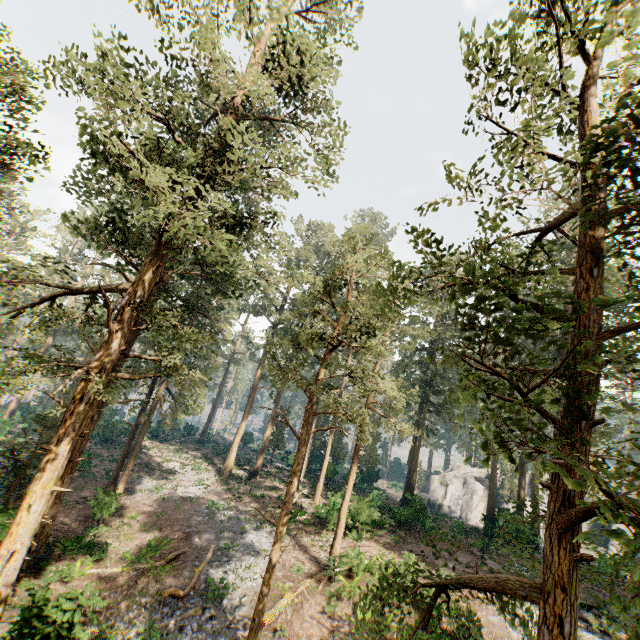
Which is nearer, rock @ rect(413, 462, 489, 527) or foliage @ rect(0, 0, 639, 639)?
foliage @ rect(0, 0, 639, 639)

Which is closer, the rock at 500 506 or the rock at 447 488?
the rock at 500 506

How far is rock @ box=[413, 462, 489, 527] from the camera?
42.0 meters

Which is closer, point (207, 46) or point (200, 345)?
point (207, 46)

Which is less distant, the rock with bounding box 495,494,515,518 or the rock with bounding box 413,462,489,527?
the rock with bounding box 495,494,515,518

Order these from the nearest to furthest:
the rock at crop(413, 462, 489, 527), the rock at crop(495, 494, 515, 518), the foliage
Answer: the foliage → the rock at crop(495, 494, 515, 518) → the rock at crop(413, 462, 489, 527)

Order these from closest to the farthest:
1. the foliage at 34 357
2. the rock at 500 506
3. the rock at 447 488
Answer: the foliage at 34 357, the rock at 500 506, the rock at 447 488
